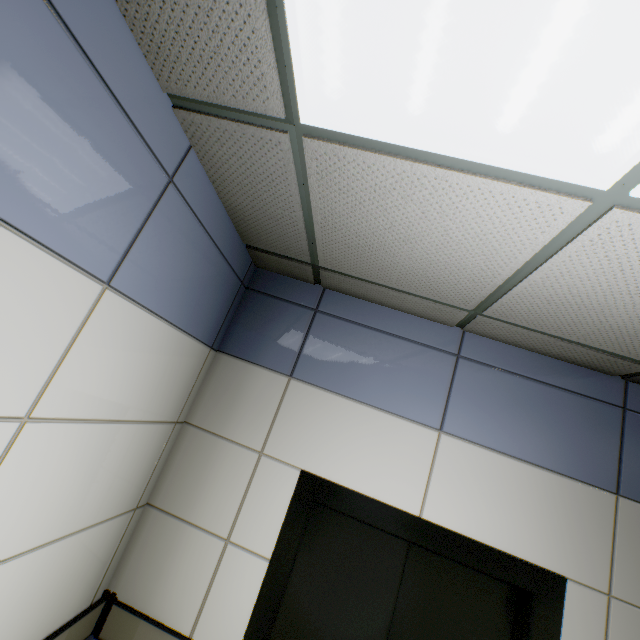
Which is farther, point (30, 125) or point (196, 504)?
point (196, 504)
